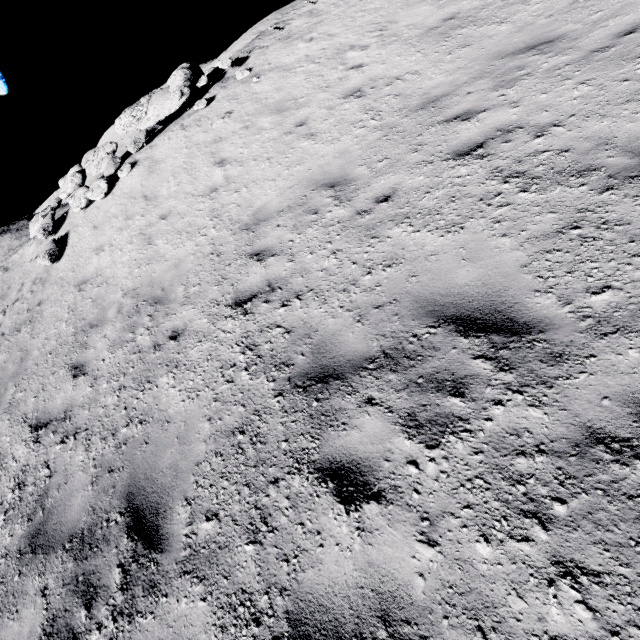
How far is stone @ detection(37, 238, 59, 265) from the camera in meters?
9.4 m

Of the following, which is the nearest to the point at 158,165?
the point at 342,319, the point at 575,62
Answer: the point at 342,319

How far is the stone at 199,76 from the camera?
10.8m

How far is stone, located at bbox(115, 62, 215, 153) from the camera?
10.8m

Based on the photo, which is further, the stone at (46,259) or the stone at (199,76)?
the stone at (199,76)

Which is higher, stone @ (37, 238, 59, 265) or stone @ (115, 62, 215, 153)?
stone @ (115, 62, 215, 153)

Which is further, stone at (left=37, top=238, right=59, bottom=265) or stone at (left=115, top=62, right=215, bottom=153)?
stone at (left=115, top=62, right=215, bottom=153)
